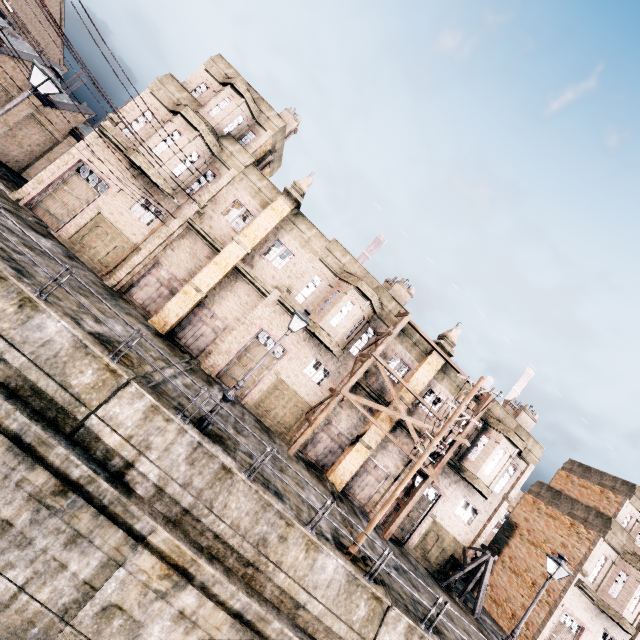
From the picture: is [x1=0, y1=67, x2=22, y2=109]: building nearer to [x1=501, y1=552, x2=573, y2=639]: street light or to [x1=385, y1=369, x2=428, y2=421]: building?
[x1=385, y1=369, x2=428, y2=421]: building

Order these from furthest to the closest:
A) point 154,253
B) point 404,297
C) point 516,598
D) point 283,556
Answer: point 516,598, point 404,297, point 154,253, point 283,556

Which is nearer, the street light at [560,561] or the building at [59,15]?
the street light at [560,561]

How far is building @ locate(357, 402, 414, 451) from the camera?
22.30m

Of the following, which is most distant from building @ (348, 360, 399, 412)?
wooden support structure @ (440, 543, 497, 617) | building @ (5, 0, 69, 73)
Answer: building @ (5, 0, 69, 73)

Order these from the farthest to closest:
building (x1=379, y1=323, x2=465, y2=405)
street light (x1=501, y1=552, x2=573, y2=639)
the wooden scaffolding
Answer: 1. building (x1=379, y1=323, x2=465, y2=405)
2. the wooden scaffolding
3. street light (x1=501, y1=552, x2=573, y2=639)

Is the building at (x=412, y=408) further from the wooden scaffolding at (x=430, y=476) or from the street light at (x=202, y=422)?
the street light at (x=202, y=422)

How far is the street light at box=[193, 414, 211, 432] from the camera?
11.3m
